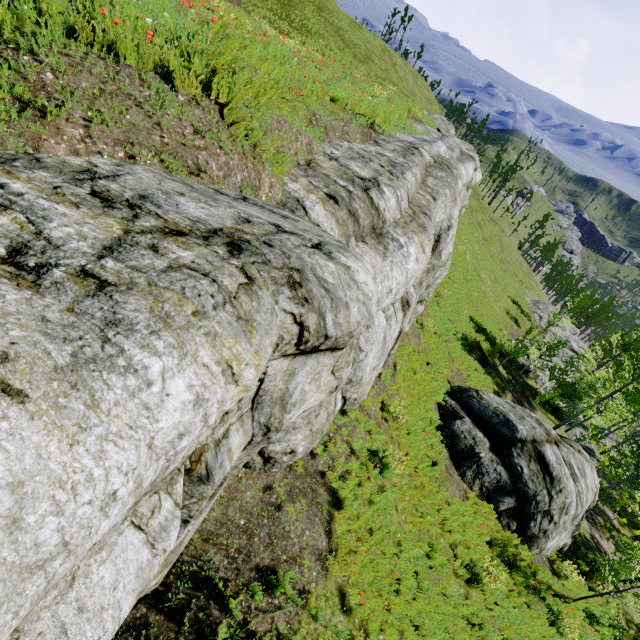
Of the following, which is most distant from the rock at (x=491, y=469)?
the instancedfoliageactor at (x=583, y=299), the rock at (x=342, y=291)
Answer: the instancedfoliageactor at (x=583, y=299)

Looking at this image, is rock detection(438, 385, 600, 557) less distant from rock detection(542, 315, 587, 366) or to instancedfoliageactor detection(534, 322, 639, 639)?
rock detection(542, 315, 587, 366)

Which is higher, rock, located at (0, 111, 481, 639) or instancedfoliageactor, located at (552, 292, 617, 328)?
rock, located at (0, 111, 481, 639)

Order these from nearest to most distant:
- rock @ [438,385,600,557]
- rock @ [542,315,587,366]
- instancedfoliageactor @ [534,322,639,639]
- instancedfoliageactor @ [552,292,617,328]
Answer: rock @ [438,385,600,557] → instancedfoliageactor @ [534,322,639,639] → instancedfoliageactor @ [552,292,617,328] → rock @ [542,315,587,366]

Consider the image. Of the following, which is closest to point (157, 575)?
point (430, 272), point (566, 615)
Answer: point (430, 272)

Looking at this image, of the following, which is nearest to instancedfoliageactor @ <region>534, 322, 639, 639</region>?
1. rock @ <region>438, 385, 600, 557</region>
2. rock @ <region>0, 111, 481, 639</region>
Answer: rock @ <region>0, 111, 481, 639</region>

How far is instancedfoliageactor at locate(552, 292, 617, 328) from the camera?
35.4 meters
